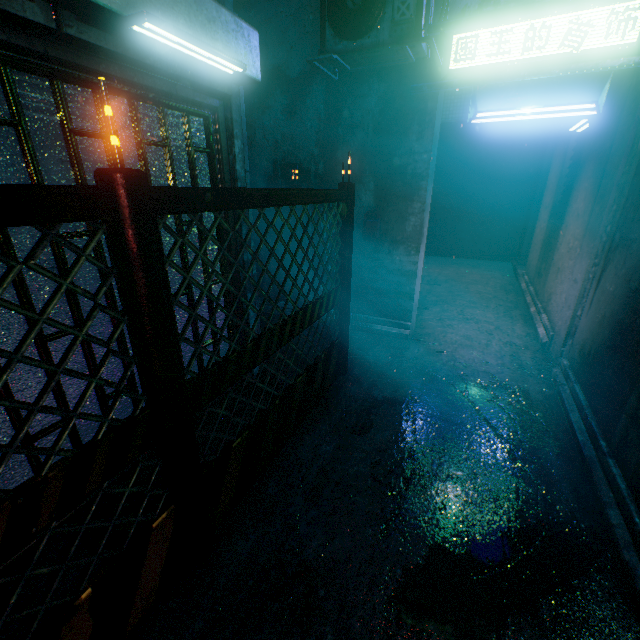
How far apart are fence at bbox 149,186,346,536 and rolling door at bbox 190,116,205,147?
0.8 meters

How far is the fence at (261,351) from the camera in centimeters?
137cm

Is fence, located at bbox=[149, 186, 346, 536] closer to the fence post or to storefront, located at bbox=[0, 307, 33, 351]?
the fence post

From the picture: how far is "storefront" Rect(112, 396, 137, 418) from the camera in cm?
215

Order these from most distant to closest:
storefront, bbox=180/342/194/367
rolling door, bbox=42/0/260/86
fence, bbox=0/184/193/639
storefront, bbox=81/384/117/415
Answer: storefront, bbox=180/342/194/367 → storefront, bbox=81/384/117/415 → rolling door, bbox=42/0/260/86 → fence, bbox=0/184/193/639

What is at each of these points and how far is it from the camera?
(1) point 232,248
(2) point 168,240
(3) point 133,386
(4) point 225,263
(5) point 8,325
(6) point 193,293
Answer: (1) storefront, 2.7m
(2) storefront, 2.6m
(3) storefront, 2.1m
(4) storefront, 2.7m
(5) storefront, 1.8m
(6) storefront, 2.4m

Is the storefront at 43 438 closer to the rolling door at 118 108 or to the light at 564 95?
the rolling door at 118 108
